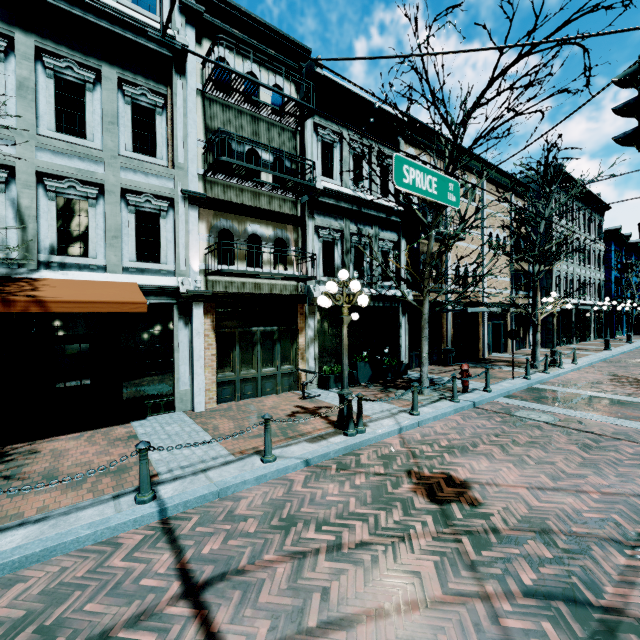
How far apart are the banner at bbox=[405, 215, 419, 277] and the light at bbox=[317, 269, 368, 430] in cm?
699

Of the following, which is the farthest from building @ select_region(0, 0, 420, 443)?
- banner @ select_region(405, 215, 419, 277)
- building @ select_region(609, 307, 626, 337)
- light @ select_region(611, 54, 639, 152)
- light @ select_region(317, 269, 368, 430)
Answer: building @ select_region(609, 307, 626, 337)

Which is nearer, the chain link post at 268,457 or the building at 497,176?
the chain link post at 268,457

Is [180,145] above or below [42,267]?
above

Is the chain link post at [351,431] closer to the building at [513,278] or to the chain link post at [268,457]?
the chain link post at [268,457]

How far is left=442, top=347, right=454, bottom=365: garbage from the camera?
16.2 meters

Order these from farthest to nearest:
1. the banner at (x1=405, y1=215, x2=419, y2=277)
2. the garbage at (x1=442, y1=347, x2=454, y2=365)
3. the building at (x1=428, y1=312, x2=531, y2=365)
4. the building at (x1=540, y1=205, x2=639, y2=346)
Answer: the building at (x1=540, y1=205, x2=639, y2=346) → the building at (x1=428, y1=312, x2=531, y2=365) → the garbage at (x1=442, y1=347, x2=454, y2=365) → the banner at (x1=405, y1=215, x2=419, y2=277)

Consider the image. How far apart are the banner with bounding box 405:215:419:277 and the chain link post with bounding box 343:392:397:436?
8.1m
